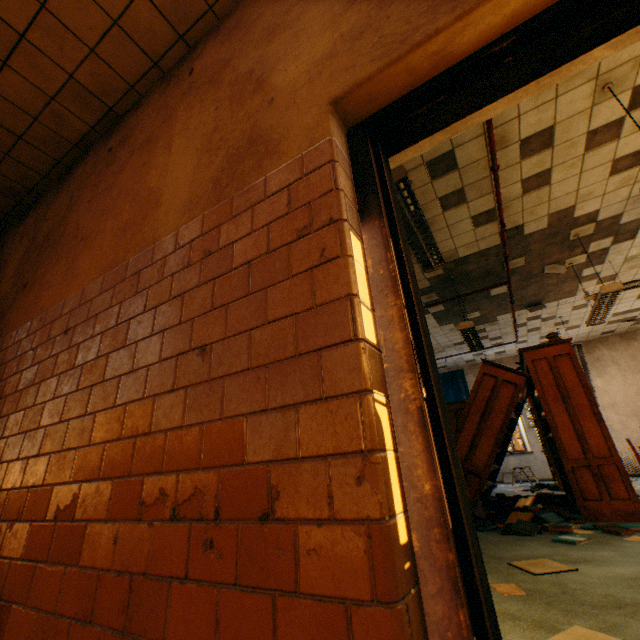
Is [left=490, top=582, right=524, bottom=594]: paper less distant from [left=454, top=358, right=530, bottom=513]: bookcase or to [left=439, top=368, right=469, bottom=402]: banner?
[left=454, top=358, right=530, bottom=513]: bookcase

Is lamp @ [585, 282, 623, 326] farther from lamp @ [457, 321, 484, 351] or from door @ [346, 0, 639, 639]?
door @ [346, 0, 639, 639]

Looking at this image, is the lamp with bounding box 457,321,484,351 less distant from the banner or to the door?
the door

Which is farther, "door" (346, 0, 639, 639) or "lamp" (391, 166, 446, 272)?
"lamp" (391, 166, 446, 272)

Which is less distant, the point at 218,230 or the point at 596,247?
the point at 218,230

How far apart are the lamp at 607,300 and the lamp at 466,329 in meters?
1.7 m

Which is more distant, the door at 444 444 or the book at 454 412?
the book at 454 412

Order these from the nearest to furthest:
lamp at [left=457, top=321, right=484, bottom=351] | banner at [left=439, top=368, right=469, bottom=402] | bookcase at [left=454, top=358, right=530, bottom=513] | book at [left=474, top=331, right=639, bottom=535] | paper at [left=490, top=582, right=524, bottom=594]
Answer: paper at [left=490, top=582, right=524, bottom=594] < book at [left=474, top=331, right=639, bottom=535] < bookcase at [left=454, top=358, right=530, bottom=513] < lamp at [left=457, top=321, right=484, bottom=351] < banner at [left=439, top=368, right=469, bottom=402]
